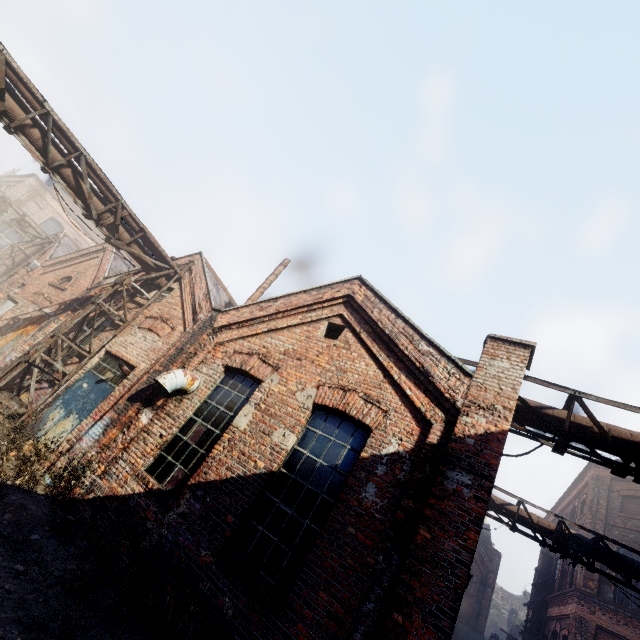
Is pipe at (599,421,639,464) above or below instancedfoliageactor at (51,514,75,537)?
above

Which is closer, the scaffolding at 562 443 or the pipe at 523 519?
the scaffolding at 562 443

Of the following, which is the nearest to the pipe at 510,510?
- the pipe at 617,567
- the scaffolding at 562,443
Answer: the pipe at 617,567

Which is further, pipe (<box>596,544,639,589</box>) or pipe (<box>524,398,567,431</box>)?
pipe (<box>596,544,639,589</box>)

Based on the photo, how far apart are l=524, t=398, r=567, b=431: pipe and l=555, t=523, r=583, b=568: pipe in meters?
6.6 m

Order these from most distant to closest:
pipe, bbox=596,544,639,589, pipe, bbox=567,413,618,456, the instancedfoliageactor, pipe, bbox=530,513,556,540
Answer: pipe, bbox=530,513,556,540 → pipe, bbox=596,544,639,589 → pipe, bbox=567,413,618,456 → the instancedfoliageactor

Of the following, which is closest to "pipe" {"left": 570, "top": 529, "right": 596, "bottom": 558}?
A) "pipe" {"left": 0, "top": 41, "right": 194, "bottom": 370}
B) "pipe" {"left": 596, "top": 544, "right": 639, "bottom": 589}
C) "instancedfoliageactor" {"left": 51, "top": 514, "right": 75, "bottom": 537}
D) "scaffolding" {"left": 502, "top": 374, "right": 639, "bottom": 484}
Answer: "pipe" {"left": 596, "top": 544, "right": 639, "bottom": 589}

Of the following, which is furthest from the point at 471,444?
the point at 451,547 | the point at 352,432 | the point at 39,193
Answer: the point at 39,193
